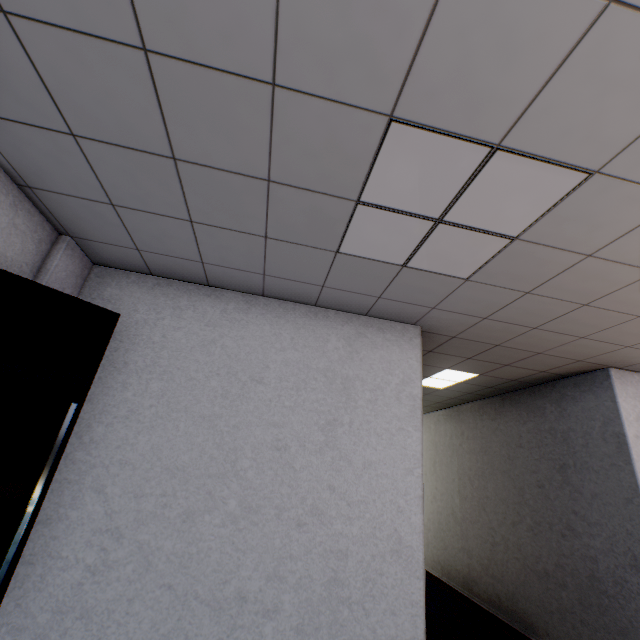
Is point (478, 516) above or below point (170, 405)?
below

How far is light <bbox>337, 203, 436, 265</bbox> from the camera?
1.9 meters

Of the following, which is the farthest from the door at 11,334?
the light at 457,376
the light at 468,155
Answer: the light at 457,376

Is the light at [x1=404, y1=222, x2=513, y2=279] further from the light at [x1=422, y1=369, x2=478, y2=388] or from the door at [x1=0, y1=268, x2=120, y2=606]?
the light at [x1=422, y1=369, x2=478, y2=388]

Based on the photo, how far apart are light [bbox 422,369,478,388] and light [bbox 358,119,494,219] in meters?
2.4 m

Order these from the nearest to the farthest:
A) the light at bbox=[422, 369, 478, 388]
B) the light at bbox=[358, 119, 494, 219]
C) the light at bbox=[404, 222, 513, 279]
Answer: the light at bbox=[358, 119, 494, 219] → the light at bbox=[404, 222, 513, 279] → the light at bbox=[422, 369, 478, 388]

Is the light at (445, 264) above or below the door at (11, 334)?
above
